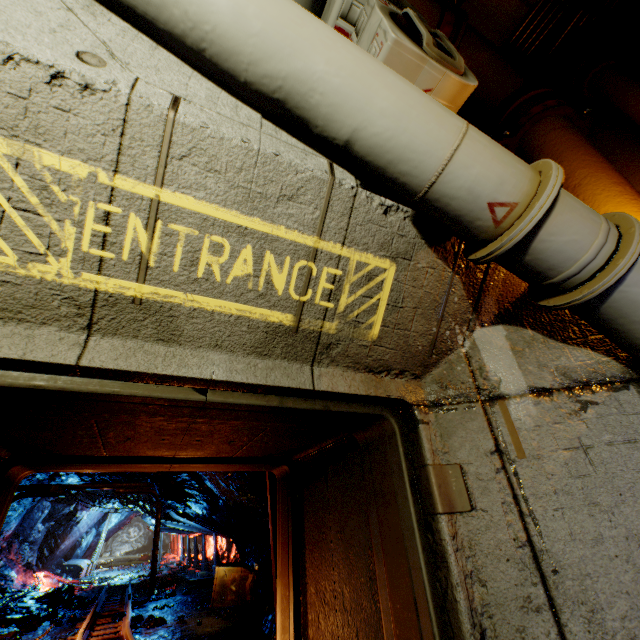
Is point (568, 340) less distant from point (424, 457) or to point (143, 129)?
point (424, 457)

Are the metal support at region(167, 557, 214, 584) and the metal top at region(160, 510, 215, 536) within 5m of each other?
yes

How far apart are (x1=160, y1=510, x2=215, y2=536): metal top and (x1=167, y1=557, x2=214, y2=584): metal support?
1.3m

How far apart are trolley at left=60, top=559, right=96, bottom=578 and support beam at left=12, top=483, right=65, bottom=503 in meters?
10.3 m

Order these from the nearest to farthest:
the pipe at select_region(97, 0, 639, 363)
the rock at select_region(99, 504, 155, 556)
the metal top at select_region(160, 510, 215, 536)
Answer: the pipe at select_region(97, 0, 639, 363)
the metal top at select_region(160, 510, 215, 536)
the rock at select_region(99, 504, 155, 556)

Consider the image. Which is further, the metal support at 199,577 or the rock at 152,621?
the metal support at 199,577

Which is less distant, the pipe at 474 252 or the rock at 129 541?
the pipe at 474 252
